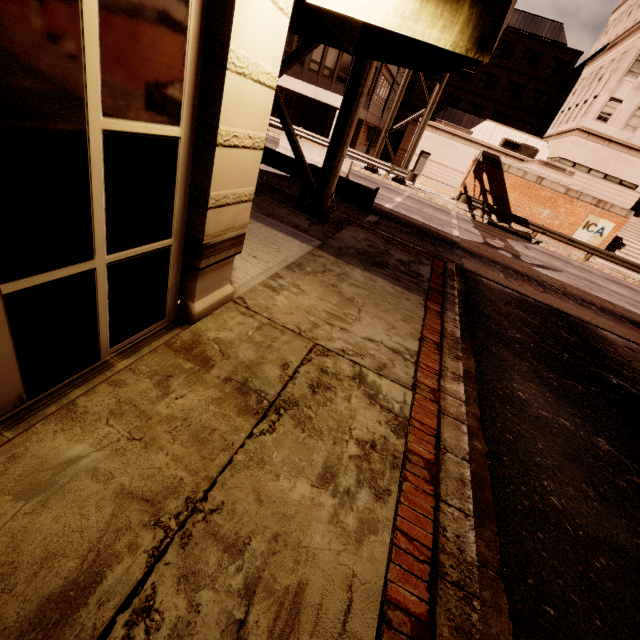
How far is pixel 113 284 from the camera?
2.44m

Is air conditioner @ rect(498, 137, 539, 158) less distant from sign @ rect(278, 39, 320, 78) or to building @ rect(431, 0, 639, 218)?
building @ rect(431, 0, 639, 218)

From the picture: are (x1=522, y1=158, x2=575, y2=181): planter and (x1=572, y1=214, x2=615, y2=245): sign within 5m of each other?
yes

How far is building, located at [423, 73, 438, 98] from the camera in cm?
4503

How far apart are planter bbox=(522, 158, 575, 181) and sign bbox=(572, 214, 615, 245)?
2.6 meters

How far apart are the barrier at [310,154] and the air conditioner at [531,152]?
23.78m

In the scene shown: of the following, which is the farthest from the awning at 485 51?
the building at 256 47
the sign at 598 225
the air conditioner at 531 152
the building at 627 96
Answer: the air conditioner at 531 152

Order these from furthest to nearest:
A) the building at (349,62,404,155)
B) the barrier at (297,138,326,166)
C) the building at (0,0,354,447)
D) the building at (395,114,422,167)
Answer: the building at (395,114,422,167) < the building at (349,62,404,155) < the barrier at (297,138,326,166) < the building at (0,0,354,447)
